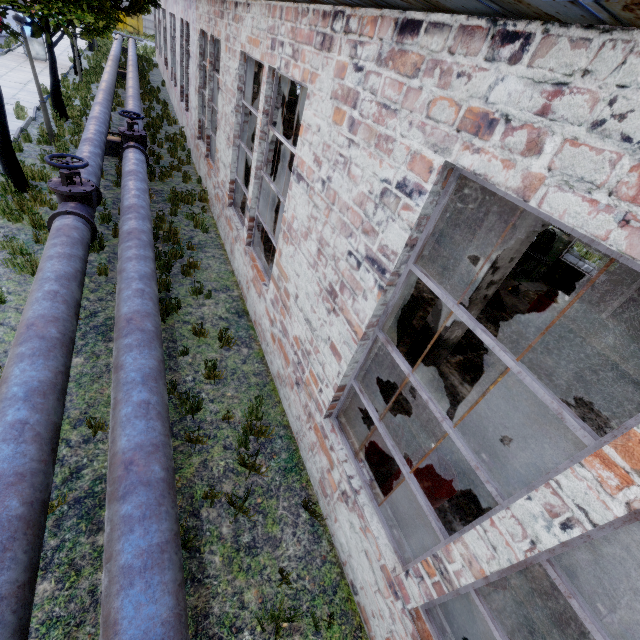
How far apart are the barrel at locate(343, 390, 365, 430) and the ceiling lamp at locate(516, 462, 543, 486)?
2.84m

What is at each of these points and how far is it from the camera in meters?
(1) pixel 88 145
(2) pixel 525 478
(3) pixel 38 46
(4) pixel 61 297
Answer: (1) pipe, 8.4
(2) ceiling lamp, 5.4
(3) wire spool, 18.4
(4) pipe, 4.3

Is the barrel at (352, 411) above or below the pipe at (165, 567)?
below

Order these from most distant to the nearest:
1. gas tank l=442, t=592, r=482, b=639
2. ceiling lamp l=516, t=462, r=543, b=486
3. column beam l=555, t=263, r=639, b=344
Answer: column beam l=555, t=263, r=639, b=344, ceiling lamp l=516, t=462, r=543, b=486, gas tank l=442, t=592, r=482, b=639

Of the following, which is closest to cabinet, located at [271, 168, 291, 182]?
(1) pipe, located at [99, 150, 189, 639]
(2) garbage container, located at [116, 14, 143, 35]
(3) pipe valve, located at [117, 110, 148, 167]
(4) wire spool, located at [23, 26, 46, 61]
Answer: (3) pipe valve, located at [117, 110, 148, 167]

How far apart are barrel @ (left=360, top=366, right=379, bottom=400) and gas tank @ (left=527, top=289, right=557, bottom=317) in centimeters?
783cm

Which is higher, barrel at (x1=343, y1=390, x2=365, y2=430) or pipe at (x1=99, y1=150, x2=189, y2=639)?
pipe at (x1=99, y1=150, x2=189, y2=639)

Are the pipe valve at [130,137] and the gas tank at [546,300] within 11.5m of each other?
no
